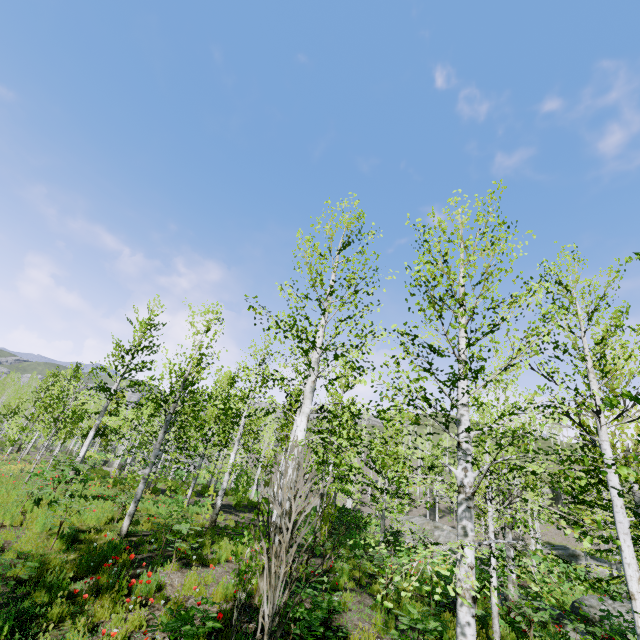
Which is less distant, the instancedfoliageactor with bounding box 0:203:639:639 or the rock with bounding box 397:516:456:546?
the instancedfoliageactor with bounding box 0:203:639:639

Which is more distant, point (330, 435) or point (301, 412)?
point (330, 435)

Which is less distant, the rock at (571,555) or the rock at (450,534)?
the rock at (450,534)

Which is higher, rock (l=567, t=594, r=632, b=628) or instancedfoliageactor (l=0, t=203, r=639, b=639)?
instancedfoliageactor (l=0, t=203, r=639, b=639)

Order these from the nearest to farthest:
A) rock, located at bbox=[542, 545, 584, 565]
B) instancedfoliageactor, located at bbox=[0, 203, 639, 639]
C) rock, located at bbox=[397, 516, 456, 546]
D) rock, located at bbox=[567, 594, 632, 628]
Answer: instancedfoliageactor, located at bbox=[0, 203, 639, 639] < rock, located at bbox=[567, 594, 632, 628] < rock, located at bbox=[397, 516, 456, 546] < rock, located at bbox=[542, 545, 584, 565]

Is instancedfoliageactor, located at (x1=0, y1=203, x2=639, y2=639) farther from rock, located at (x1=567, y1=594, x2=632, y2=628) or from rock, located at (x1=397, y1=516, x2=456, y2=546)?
rock, located at (x1=567, y1=594, x2=632, y2=628)

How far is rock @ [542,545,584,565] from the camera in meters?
33.1

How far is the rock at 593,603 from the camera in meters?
13.8 m
